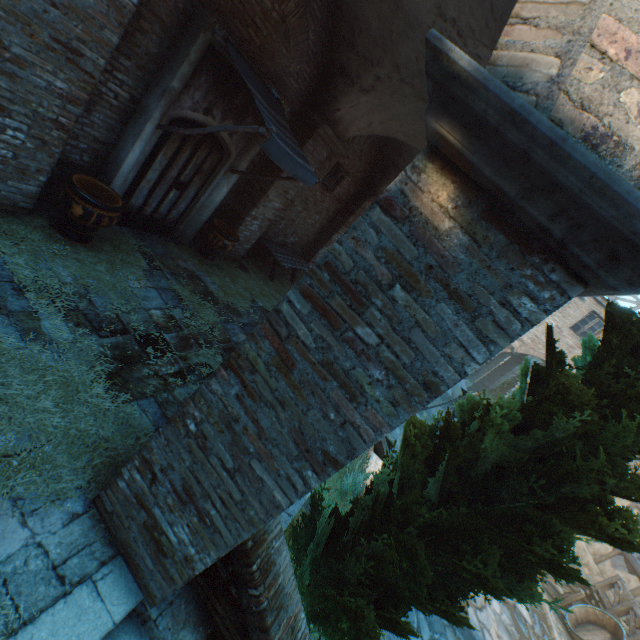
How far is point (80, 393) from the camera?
3.4 meters

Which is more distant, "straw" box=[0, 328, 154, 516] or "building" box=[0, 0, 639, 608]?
"straw" box=[0, 328, 154, 516]

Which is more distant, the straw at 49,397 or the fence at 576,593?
the fence at 576,593

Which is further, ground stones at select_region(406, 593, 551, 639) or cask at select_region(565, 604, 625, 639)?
cask at select_region(565, 604, 625, 639)

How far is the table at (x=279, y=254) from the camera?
9.3 meters

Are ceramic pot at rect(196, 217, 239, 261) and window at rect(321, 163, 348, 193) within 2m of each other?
no

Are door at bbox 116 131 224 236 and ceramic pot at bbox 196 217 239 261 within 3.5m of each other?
yes

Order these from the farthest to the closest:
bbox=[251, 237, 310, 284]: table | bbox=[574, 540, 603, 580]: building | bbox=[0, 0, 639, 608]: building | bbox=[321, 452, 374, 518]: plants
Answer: bbox=[574, 540, 603, 580]: building → bbox=[251, 237, 310, 284]: table → bbox=[321, 452, 374, 518]: plants → bbox=[0, 0, 639, 608]: building
